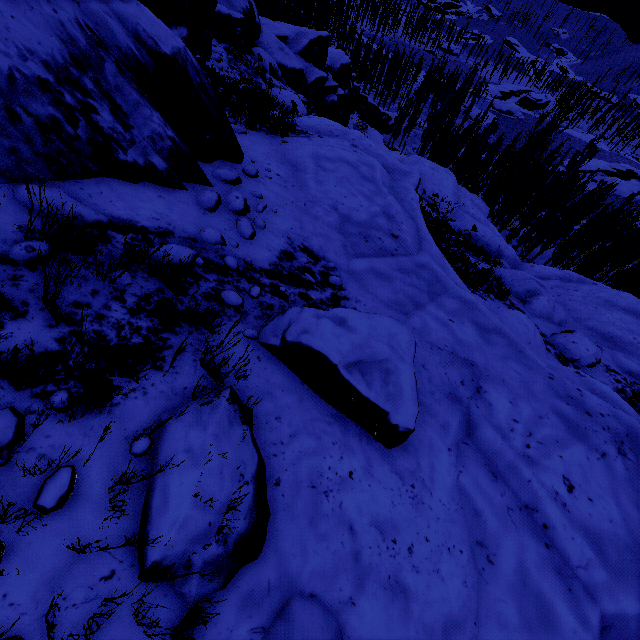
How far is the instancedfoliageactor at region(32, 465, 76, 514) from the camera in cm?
166

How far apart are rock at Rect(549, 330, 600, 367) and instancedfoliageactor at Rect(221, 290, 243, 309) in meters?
11.1

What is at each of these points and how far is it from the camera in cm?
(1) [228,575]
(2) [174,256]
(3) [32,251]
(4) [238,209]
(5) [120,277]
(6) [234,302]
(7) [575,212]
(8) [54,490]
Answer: (1) rock, 197
(2) rock, 312
(3) rock, 230
(4) rock, 450
(5) rock, 252
(6) instancedfoliageactor, 329
(7) instancedfoliageactor, 3338
(8) instancedfoliageactor, 170

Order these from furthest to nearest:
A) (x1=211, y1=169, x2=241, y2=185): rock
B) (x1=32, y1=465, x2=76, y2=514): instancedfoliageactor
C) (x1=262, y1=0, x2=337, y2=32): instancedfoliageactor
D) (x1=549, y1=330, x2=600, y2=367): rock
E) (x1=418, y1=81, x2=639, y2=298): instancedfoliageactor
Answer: (x1=262, y1=0, x2=337, y2=32): instancedfoliageactor < (x1=418, y1=81, x2=639, y2=298): instancedfoliageactor < (x1=549, y1=330, x2=600, y2=367): rock < (x1=211, y1=169, x2=241, y2=185): rock < (x1=32, y1=465, x2=76, y2=514): instancedfoliageactor

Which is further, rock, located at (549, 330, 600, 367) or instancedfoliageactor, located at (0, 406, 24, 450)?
rock, located at (549, 330, 600, 367)

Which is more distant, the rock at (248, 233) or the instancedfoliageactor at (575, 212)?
the instancedfoliageactor at (575, 212)

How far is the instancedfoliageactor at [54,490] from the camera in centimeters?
166cm

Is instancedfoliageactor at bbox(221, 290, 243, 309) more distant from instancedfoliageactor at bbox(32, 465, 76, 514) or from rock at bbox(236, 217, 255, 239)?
instancedfoliageactor at bbox(32, 465, 76, 514)
